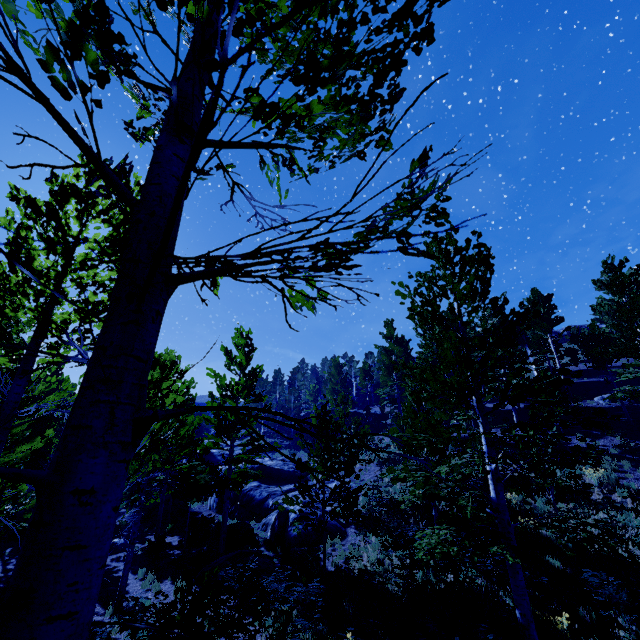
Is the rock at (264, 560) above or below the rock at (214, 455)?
below

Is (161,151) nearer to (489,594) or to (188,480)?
(489,594)

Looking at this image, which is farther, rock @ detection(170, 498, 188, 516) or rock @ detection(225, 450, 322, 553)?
rock @ detection(170, 498, 188, 516)

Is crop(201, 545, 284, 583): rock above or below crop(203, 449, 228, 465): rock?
below

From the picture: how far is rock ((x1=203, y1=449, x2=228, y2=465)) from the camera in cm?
3211

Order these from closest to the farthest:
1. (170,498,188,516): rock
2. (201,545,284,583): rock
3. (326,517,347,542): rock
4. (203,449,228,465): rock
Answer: (201,545,284,583): rock → (326,517,347,542): rock → (170,498,188,516): rock → (203,449,228,465): rock

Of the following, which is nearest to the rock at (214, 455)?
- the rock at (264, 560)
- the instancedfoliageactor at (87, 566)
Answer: the instancedfoliageactor at (87, 566)
